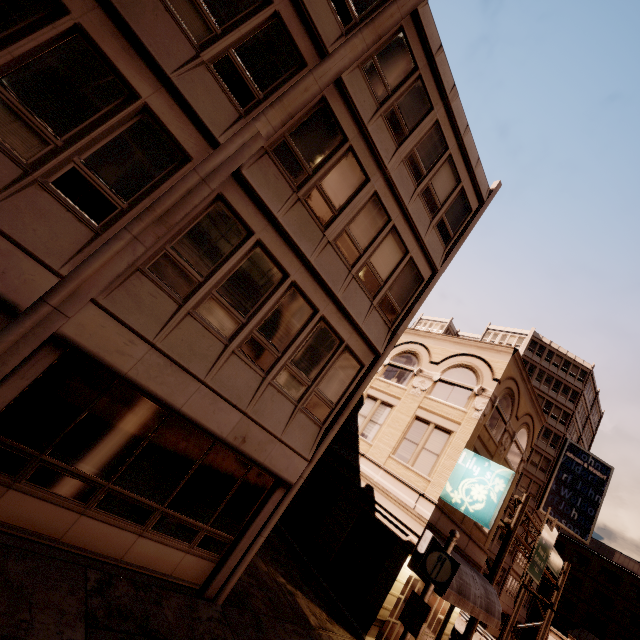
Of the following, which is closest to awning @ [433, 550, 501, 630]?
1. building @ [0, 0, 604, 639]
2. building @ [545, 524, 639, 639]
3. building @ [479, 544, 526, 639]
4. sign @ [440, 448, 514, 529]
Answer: building @ [0, 0, 604, 639]

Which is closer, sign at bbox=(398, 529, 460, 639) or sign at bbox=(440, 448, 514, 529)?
sign at bbox=(398, 529, 460, 639)

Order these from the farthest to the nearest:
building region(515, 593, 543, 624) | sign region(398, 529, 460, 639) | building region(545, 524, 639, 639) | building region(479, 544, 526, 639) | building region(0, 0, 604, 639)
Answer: building region(545, 524, 639, 639)
building region(515, 593, 543, 624)
building region(479, 544, 526, 639)
sign region(398, 529, 460, 639)
building region(0, 0, 604, 639)

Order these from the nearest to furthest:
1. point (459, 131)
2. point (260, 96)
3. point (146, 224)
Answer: point (146, 224)
point (260, 96)
point (459, 131)

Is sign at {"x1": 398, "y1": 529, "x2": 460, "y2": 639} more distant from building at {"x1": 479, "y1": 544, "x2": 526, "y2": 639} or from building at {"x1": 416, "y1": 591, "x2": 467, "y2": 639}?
building at {"x1": 479, "y1": 544, "x2": 526, "y2": 639}

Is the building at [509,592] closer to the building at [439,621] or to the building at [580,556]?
the building at [580,556]

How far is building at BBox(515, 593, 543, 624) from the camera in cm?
4372

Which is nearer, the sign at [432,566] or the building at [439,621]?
the sign at [432,566]
